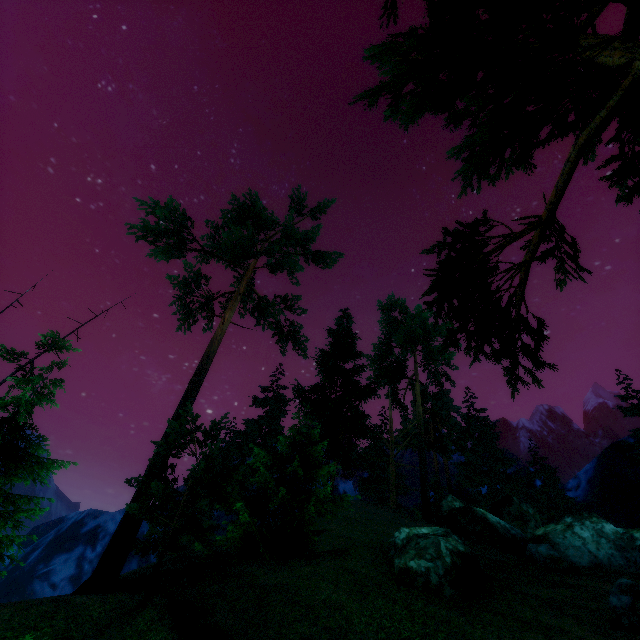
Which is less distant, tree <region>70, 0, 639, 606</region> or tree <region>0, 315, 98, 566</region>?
tree <region>70, 0, 639, 606</region>

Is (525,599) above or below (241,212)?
below

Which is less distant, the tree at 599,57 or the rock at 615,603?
the tree at 599,57

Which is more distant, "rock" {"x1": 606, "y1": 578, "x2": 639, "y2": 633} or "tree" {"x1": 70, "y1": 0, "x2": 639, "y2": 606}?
"rock" {"x1": 606, "y1": 578, "x2": 639, "y2": 633}

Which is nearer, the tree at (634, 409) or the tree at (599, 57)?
the tree at (599, 57)

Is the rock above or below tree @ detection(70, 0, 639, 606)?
below
